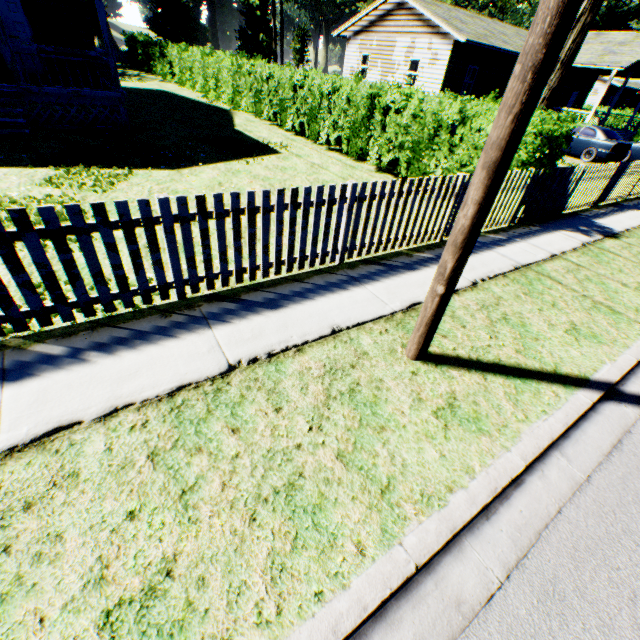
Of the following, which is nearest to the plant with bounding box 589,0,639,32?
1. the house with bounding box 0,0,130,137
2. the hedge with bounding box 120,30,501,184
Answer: the hedge with bounding box 120,30,501,184

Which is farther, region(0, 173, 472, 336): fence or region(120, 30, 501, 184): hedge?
region(120, 30, 501, 184): hedge

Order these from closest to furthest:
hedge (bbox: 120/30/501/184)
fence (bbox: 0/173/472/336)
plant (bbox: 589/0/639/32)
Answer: fence (bbox: 0/173/472/336), hedge (bbox: 120/30/501/184), plant (bbox: 589/0/639/32)

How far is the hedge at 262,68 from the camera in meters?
8.1

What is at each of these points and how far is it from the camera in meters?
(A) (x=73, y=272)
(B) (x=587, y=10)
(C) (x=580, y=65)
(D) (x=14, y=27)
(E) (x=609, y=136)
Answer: (A) fence, 3.2 m
(B) tree, 7.5 m
(C) house, 21.1 m
(D) door, 11.7 m
(E) car, 16.6 m

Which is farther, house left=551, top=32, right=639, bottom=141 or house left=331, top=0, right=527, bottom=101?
house left=551, top=32, right=639, bottom=141

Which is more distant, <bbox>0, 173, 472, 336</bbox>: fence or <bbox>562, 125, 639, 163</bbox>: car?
<bbox>562, 125, 639, 163</bbox>: car

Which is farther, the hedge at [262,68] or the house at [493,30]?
the house at [493,30]
